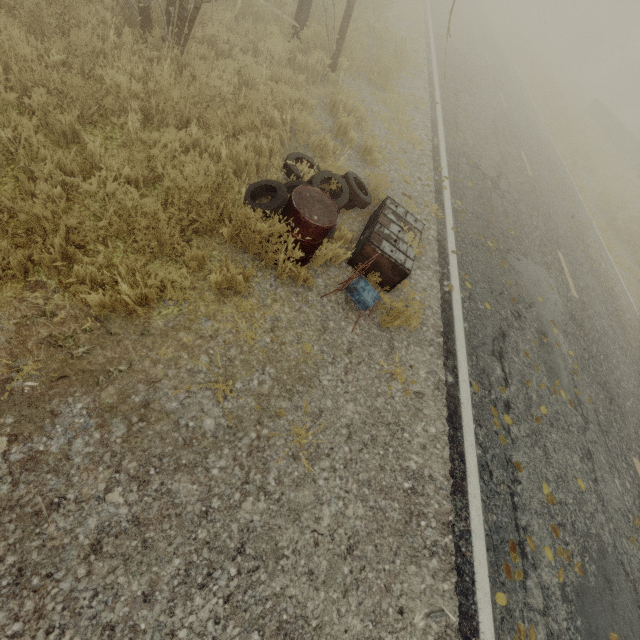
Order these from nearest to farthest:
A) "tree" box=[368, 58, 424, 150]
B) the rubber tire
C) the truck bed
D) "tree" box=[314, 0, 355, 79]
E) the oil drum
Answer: the oil drum
the rubber tire
"tree" box=[314, 0, 355, 79]
"tree" box=[368, 58, 424, 150]
the truck bed

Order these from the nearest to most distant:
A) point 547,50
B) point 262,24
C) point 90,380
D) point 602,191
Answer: point 90,380
point 262,24
point 602,191
point 547,50

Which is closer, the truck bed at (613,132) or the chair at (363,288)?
the chair at (363,288)

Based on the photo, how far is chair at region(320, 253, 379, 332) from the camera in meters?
3.8 m

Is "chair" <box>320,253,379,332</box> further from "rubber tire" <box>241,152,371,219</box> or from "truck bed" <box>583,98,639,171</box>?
"truck bed" <box>583,98,639,171</box>

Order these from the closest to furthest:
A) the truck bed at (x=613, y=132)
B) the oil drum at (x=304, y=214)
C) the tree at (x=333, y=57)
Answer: the oil drum at (x=304, y=214) → the tree at (x=333, y=57) → the truck bed at (x=613, y=132)

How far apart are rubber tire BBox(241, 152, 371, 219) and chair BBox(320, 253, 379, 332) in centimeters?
77cm

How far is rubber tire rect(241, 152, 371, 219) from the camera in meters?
3.9 m
